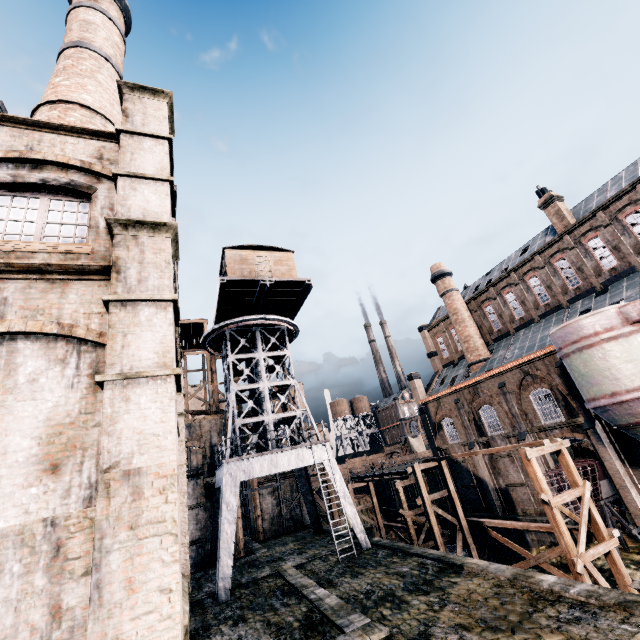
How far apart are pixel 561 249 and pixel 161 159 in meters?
34.9 m

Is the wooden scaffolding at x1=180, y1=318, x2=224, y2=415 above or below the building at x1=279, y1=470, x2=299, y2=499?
above

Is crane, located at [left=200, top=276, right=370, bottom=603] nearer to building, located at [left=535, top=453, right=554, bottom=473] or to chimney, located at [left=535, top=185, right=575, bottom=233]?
building, located at [left=535, top=453, right=554, bottom=473]

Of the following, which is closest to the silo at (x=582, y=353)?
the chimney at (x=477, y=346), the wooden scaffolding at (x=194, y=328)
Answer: the chimney at (x=477, y=346)

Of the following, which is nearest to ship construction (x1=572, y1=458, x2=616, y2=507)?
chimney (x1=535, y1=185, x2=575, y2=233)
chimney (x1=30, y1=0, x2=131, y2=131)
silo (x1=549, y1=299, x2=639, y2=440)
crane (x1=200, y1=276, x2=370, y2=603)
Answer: silo (x1=549, y1=299, x2=639, y2=440)

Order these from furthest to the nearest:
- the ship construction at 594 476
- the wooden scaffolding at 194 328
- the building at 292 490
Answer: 1. the building at 292 490
2. the wooden scaffolding at 194 328
3. the ship construction at 594 476

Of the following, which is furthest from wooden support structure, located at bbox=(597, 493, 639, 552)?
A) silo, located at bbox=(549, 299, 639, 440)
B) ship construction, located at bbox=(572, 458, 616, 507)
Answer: silo, located at bbox=(549, 299, 639, 440)

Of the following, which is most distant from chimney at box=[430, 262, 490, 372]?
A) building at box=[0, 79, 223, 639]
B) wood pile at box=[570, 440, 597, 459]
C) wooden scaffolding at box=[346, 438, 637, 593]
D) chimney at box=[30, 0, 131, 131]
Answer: chimney at box=[30, 0, 131, 131]
